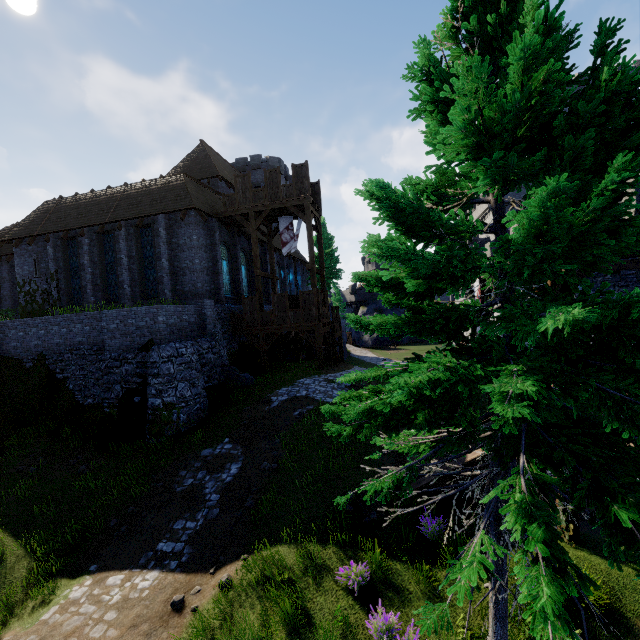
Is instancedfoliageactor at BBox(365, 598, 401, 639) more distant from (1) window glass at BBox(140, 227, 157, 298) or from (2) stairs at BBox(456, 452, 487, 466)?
(1) window glass at BBox(140, 227, 157, 298)

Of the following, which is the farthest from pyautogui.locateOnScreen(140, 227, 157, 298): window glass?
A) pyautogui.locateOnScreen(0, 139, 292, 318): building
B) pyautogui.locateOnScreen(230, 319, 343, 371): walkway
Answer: pyautogui.locateOnScreen(230, 319, 343, 371): walkway

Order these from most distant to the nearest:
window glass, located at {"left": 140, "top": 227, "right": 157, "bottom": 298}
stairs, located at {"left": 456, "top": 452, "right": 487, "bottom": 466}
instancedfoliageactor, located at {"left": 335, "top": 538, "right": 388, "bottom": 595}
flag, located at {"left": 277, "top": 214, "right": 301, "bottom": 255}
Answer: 1. flag, located at {"left": 277, "top": 214, "right": 301, "bottom": 255}
2. window glass, located at {"left": 140, "top": 227, "right": 157, "bottom": 298}
3. stairs, located at {"left": 456, "top": 452, "right": 487, "bottom": 466}
4. instancedfoliageactor, located at {"left": 335, "top": 538, "right": 388, "bottom": 595}

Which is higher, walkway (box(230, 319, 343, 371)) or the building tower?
the building tower

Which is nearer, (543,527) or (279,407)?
(543,527)

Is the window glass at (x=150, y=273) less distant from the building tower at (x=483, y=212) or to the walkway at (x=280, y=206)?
the walkway at (x=280, y=206)

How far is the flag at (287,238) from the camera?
22.88m

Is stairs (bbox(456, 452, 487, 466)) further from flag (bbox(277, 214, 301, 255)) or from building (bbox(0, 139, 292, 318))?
flag (bbox(277, 214, 301, 255))
